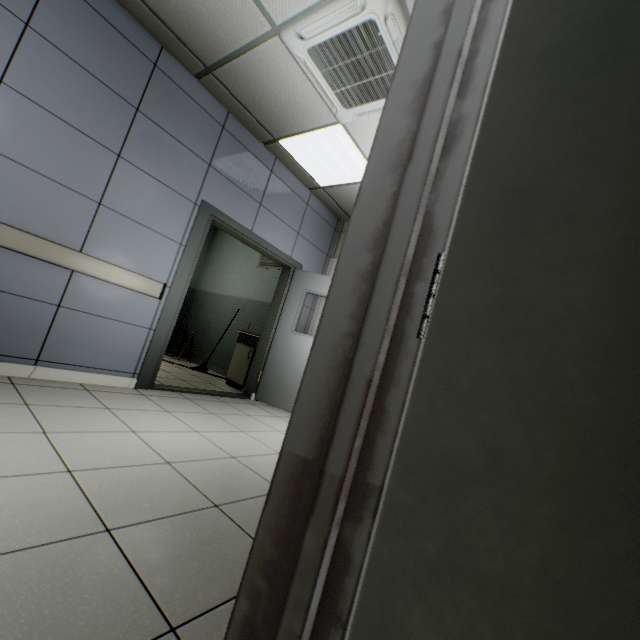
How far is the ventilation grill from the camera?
6.29m

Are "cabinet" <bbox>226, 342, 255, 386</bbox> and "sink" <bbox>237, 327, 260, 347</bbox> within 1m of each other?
yes

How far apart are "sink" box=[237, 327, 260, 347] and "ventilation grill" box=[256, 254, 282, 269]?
1.47m

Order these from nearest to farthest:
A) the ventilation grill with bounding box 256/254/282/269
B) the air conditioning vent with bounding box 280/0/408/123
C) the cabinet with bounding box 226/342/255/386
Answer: the air conditioning vent with bounding box 280/0/408/123
the cabinet with bounding box 226/342/255/386
the ventilation grill with bounding box 256/254/282/269

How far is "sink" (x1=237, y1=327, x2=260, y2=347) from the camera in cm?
518

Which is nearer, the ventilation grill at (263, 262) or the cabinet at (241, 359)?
the cabinet at (241, 359)

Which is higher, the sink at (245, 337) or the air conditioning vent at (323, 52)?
the air conditioning vent at (323, 52)

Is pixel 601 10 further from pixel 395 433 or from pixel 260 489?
pixel 260 489
